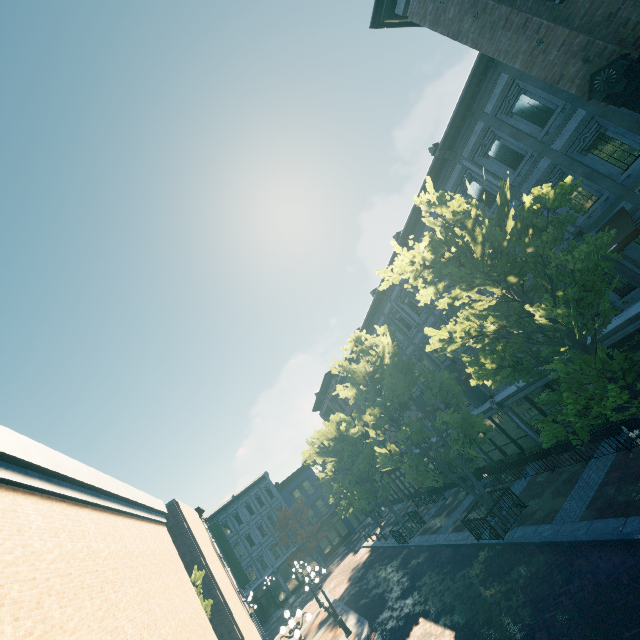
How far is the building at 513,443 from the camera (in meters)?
16.28

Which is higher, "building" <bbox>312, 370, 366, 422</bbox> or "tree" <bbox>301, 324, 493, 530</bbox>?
"building" <bbox>312, 370, 366, 422</bbox>

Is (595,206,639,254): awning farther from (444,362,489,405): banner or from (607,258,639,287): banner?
(444,362,489,405): banner

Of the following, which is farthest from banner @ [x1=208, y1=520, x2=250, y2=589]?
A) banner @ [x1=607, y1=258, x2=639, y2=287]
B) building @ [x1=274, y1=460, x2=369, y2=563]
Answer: banner @ [x1=607, y1=258, x2=639, y2=287]

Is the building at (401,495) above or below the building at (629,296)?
below

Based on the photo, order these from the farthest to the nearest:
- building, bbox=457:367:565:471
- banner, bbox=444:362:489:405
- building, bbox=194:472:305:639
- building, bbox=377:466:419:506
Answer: building, bbox=194:472:305:639
building, bbox=377:466:419:506
banner, bbox=444:362:489:405
building, bbox=457:367:565:471

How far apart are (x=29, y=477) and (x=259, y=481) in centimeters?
4397cm

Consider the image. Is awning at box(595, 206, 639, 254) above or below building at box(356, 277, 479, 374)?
below
